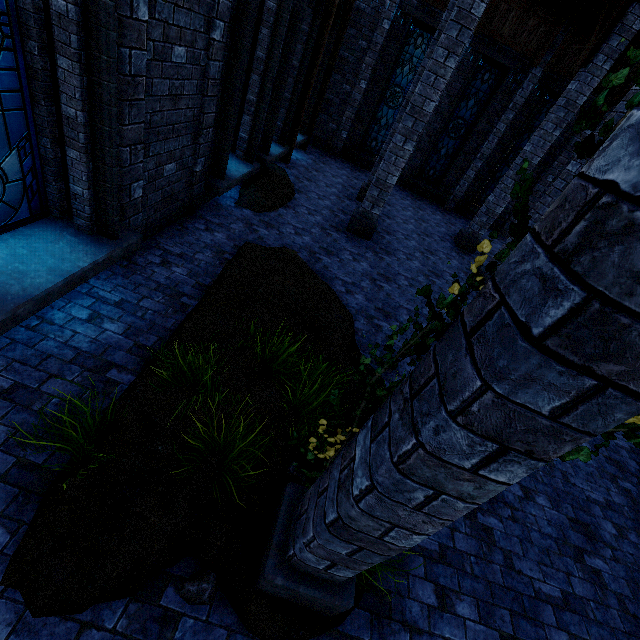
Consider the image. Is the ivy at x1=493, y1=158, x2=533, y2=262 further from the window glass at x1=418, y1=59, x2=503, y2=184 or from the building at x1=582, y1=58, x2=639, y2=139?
the window glass at x1=418, y1=59, x2=503, y2=184

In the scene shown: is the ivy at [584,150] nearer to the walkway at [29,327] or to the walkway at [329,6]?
the walkway at [29,327]

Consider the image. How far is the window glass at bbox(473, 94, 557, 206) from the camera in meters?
13.0 m

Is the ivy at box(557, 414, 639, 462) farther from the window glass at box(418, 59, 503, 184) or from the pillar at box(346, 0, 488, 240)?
the window glass at box(418, 59, 503, 184)

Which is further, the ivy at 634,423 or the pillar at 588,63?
the pillar at 588,63

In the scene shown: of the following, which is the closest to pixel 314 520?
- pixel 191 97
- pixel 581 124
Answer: pixel 581 124

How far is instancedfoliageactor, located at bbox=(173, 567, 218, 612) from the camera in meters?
2.4 m

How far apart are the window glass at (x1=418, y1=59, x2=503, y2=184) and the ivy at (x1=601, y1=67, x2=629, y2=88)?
15.5m
